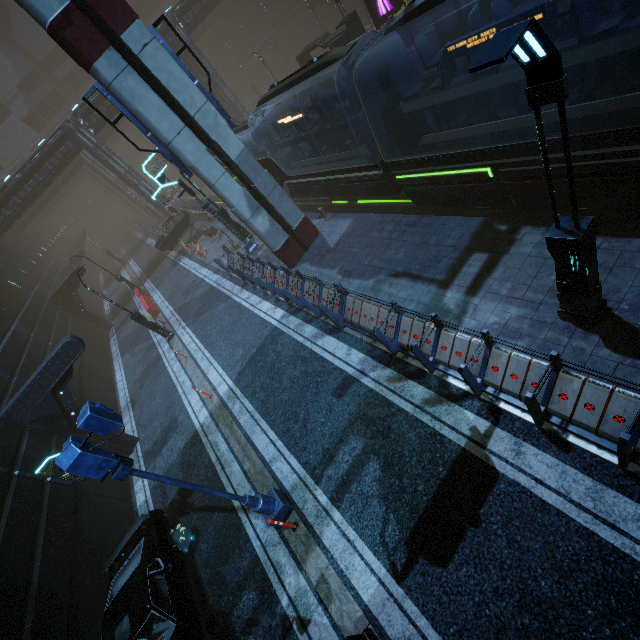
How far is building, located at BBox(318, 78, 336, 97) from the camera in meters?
24.6

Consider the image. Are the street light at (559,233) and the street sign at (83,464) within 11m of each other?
yes

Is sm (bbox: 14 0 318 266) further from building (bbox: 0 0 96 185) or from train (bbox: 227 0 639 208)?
train (bbox: 227 0 639 208)

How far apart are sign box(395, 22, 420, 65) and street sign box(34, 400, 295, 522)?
22.9 meters

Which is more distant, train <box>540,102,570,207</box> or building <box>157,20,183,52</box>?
building <box>157,20,183,52</box>

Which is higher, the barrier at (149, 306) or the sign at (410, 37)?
the sign at (410, 37)

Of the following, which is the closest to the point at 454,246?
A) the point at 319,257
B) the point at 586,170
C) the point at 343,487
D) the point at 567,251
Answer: the point at 586,170

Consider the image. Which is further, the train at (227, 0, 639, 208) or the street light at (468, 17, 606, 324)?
the train at (227, 0, 639, 208)
